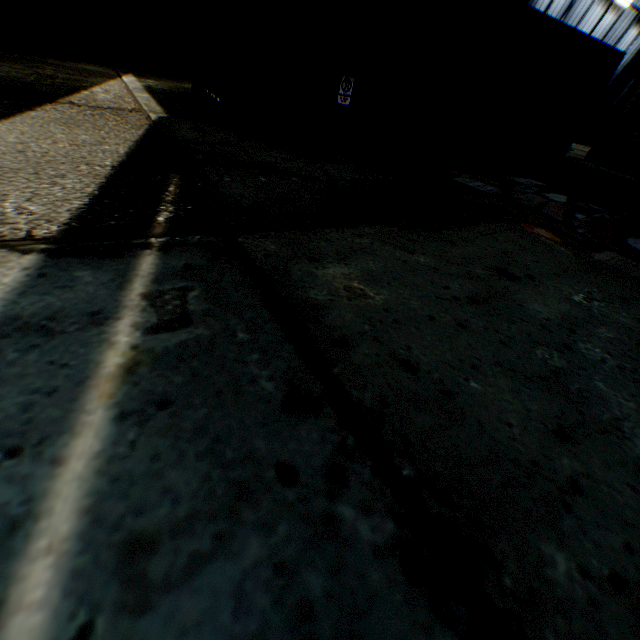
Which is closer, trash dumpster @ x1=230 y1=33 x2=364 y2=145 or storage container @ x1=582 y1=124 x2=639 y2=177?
trash dumpster @ x1=230 y1=33 x2=364 y2=145

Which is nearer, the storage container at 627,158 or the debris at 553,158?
the debris at 553,158

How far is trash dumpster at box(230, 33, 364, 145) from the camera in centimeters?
484cm

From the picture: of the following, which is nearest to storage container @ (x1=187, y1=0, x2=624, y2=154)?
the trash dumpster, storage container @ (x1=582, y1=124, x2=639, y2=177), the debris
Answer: the trash dumpster

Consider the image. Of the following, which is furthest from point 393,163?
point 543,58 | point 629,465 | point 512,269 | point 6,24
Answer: point 6,24

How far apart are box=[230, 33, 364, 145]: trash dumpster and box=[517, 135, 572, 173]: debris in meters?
4.9 m

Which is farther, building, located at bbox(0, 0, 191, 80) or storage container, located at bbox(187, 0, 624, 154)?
building, located at bbox(0, 0, 191, 80)

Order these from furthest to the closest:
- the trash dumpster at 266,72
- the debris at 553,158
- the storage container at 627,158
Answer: the storage container at 627,158, the debris at 553,158, the trash dumpster at 266,72
